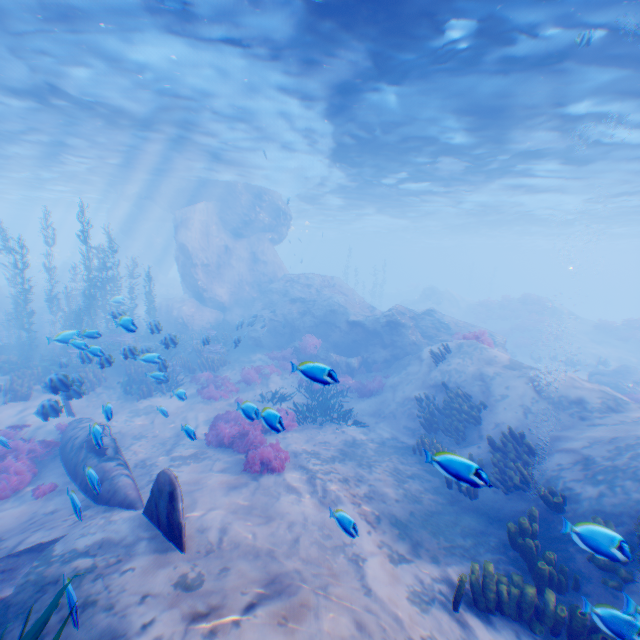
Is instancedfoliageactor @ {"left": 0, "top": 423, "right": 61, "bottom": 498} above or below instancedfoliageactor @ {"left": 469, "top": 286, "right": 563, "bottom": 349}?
below

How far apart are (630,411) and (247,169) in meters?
23.6

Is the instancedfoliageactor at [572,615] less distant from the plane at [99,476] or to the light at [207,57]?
the plane at [99,476]

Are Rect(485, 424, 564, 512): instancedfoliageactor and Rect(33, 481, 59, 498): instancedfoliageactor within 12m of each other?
yes

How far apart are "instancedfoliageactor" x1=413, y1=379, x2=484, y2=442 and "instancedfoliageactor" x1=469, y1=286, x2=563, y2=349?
23.56m

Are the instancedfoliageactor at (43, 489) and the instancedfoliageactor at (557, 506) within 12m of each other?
yes

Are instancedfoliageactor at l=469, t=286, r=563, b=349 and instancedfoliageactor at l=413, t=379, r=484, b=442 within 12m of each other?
no

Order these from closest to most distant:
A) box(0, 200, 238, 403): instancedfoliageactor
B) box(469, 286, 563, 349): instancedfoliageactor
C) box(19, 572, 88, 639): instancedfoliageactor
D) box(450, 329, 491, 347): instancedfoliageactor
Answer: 1. box(19, 572, 88, 639): instancedfoliageactor
2. box(0, 200, 238, 403): instancedfoliageactor
3. box(450, 329, 491, 347): instancedfoliageactor
4. box(469, 286, 563, 349): instancedfoliageactor
